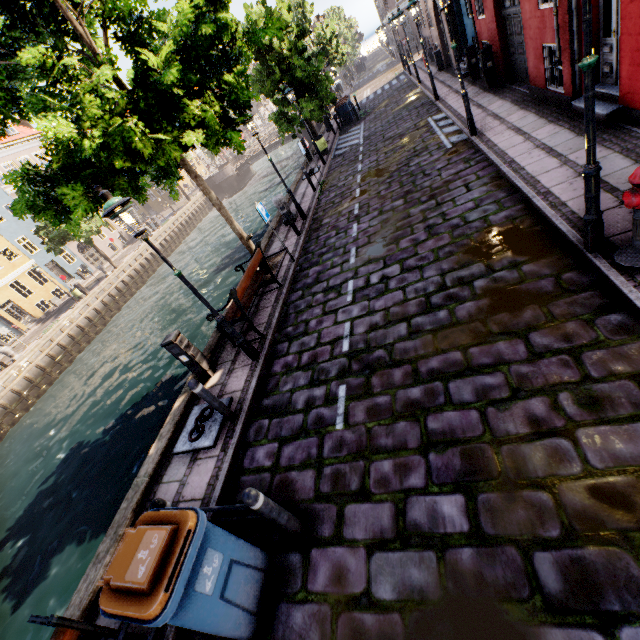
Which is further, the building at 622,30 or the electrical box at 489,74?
the electrical box at 489,74

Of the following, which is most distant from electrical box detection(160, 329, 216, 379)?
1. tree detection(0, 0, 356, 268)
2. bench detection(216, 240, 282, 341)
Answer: tree detection(0, 0, 356, 268)

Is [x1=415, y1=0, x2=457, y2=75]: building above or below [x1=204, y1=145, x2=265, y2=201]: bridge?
above

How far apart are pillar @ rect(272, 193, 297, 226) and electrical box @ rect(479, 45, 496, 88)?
8.6 meters

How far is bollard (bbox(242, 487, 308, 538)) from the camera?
3.2 meters

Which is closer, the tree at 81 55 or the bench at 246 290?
the tree at 81 55

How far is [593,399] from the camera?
3.3 meters

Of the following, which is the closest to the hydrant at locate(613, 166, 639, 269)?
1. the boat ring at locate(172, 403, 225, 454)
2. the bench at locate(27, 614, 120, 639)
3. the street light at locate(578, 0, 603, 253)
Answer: the street light at locate(578, 0, 603, 253)
